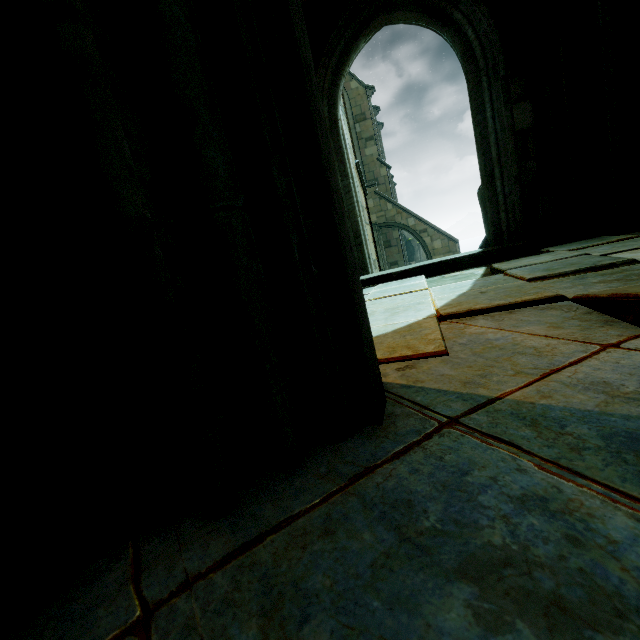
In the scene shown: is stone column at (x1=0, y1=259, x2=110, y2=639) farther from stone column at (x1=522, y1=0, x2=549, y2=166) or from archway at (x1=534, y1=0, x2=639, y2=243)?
stone column at (x1=522, y1=0, x2=549, y2=166)

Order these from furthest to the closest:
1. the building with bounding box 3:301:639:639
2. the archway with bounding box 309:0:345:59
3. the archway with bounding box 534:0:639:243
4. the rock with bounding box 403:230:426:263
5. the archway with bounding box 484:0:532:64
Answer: the rock with bounding box 403:230:426:263
the archway with bounding box 309:0:345:59
the archway with bounding box 484:0:532:64
the archway with bounding box 534:0:639:243
the building with bounding box 3:301:639:639

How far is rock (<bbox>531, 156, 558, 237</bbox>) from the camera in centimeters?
532cm

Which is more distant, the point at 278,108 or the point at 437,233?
the point at 437,233

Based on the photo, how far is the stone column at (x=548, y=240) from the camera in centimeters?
511cm

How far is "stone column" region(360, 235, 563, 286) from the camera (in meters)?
5.11

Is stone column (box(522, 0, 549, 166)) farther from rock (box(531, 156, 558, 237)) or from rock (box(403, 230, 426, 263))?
rock (box(403, 230, 426, 263))

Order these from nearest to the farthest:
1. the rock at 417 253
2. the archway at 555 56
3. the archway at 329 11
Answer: the archway at 555 56
the archway at 329 11
the rock at 417 253
